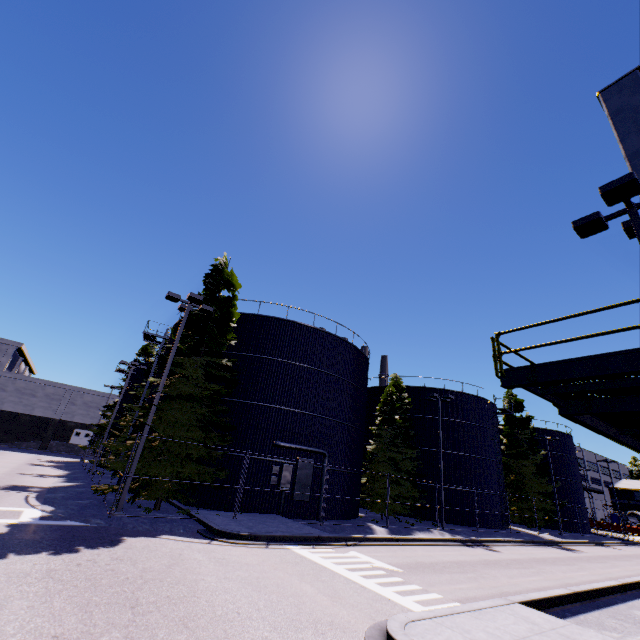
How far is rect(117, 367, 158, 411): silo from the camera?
23.8m

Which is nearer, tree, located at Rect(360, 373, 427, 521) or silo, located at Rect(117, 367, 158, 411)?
silo, located at Rect(117, 367, 158, 411)

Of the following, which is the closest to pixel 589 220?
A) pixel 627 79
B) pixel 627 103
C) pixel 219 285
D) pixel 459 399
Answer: pixel 627 103

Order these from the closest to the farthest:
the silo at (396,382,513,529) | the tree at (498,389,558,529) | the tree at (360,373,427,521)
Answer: the tree at (360,373,427,521) < the silo at (396,382,513,529) < the tree at (498,389,558,529)

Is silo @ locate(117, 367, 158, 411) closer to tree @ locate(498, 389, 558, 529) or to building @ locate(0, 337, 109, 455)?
tree @ locate(498, 389, 558, 529)

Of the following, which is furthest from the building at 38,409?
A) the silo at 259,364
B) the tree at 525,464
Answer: the silo at 259,364

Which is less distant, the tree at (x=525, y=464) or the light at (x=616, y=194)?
the light at (x=616, y=194)

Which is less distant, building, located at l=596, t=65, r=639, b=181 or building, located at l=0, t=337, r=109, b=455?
building, located at l=596, t=65, r=639, b=181
